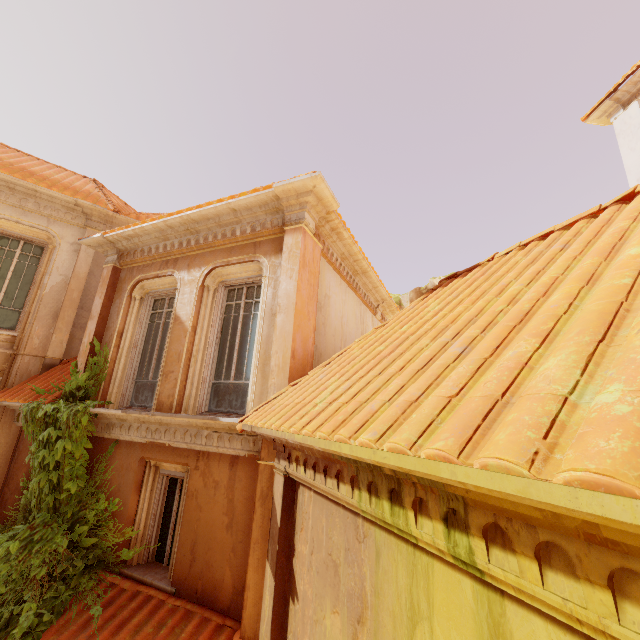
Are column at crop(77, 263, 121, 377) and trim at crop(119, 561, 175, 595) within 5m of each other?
yes

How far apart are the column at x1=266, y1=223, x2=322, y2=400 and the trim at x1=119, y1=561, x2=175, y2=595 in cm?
A: 306

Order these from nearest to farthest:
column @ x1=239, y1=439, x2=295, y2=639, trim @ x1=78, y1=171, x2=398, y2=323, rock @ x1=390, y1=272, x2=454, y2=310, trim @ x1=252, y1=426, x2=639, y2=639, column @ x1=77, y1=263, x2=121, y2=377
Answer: trim @ x1=252, y1=426, x2=639, y2=639 → column @ x1=239, y1=439, x2=295, y2=639 → trim @ x1=78, y1=171, x2=398, y2=323 → column @ x1=77, y1=263, x2=121, y2=377 → rock @ x1=390, y1=272, x2=454, y2=310

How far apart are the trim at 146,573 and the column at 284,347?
3.1 meters

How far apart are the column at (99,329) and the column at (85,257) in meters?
1.8 m

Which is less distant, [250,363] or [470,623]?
[470,623]

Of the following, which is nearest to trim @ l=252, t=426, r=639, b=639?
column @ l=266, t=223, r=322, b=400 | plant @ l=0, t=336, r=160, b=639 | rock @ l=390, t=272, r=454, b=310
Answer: column @ l=266, t=223, r=322, b=400

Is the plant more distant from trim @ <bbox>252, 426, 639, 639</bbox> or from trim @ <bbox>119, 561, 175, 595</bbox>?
trim @ <bbox>252, 426, 639, 639</bbox>
